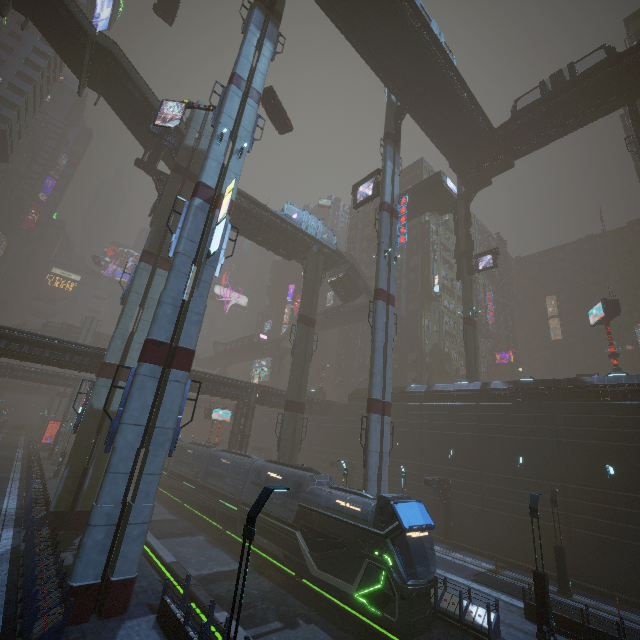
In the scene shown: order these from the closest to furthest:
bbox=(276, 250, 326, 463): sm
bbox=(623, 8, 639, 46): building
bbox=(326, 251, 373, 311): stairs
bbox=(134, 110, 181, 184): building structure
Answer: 1. bbox=(134, 110, 181, 184): building structure
2. bbox=(276, 250, 326, 463): sm
3. bbox=(623, 8, 639, 46): building
4. bbox=(326, 251, 373, 311): stairs

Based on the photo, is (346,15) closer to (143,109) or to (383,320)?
(143,109)

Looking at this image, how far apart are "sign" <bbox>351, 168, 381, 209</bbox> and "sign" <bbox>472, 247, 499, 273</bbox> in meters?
16.6

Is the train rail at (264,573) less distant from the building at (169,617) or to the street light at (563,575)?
the building at (169,617)

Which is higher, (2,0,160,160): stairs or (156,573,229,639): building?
(2,0,160,160): stairs

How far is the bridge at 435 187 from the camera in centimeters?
4288cm

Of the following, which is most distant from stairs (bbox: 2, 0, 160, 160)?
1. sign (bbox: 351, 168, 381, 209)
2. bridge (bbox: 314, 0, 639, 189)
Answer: sign (bbox: 351, 168, 381, 209)

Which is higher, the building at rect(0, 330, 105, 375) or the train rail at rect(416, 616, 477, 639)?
the building at rect(0, 330, 105, 375)
